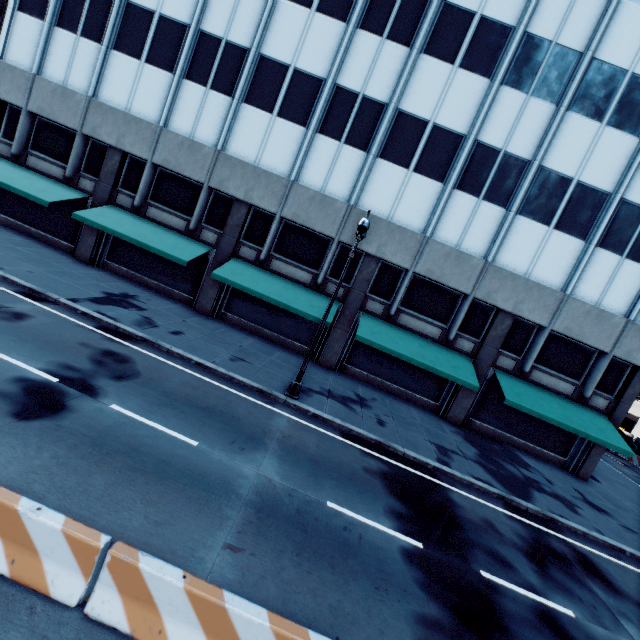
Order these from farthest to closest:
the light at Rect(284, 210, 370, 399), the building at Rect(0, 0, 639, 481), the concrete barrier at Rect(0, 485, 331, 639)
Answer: the building at Rect(0, 0, 639, 481), the light at Rect(284, 210, 370, 399), the concrete barrier at Rect(0, 485, 331, 639)

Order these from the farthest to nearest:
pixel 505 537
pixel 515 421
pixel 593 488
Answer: pixel 515 421, pixel 593 488, pixel 505 537

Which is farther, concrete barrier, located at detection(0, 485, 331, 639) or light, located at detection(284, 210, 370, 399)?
light, located at detection(284, 210, 370, 399)

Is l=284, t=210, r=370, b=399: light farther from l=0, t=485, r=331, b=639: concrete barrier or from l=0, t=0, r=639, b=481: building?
l=0, t=485, r=331, b=639: concrete barrier

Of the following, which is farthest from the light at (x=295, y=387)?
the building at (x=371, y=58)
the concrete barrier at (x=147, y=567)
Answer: the concrete barrier at (x=147, y=567)

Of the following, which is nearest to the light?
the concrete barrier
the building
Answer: the building
